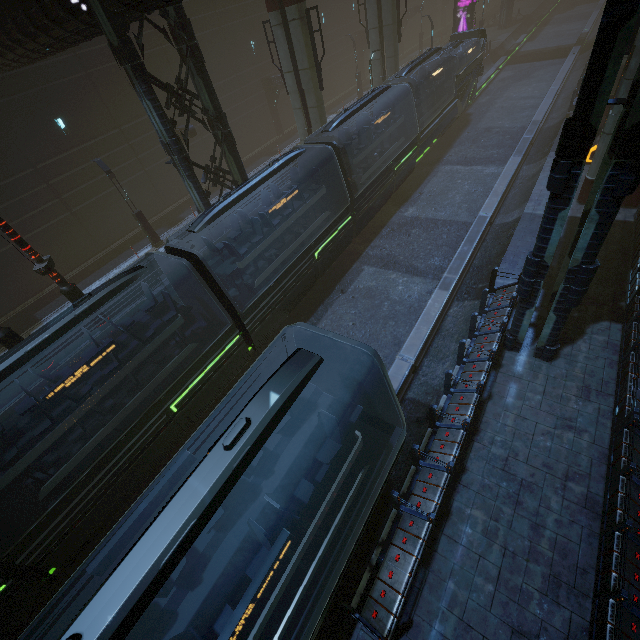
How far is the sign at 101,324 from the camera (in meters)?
12.76

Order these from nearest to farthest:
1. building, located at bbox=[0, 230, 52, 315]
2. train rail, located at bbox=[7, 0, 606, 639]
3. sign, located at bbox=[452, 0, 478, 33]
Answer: train rail, located at bbox=[7, 0, 606, 639] < building, located at bbox=[0, 230, 52, 315] < sign, located at bbox=[452, 0, 478, 33]

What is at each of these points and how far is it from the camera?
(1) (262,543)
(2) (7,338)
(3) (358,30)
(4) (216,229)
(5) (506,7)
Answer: (1) train, 4.93m
(2) sign, 10.77m
(3) building, 38.72m
(4) building, 15.12m
(5) building, 42.62m

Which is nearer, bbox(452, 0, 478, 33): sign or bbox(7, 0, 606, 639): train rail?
bbox(7, 0, 606, 639): train rail

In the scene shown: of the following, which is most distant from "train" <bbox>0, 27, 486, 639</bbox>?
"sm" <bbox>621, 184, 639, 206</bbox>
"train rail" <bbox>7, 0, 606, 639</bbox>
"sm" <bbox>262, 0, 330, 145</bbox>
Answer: "sm" <bbox>621, 184, 639, 206</bbox>

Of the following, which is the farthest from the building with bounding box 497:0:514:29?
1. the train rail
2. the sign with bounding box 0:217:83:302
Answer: the sign with bounding box 0:217:83:302

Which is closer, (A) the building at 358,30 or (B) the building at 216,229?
(B) the building at 216,229

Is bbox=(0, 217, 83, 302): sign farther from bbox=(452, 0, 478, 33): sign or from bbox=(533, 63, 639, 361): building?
bbox=(452, 0, 478, 33): sign
